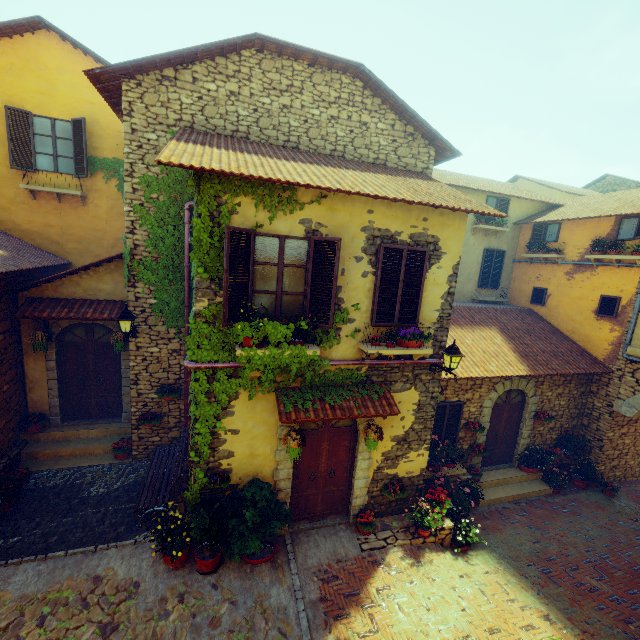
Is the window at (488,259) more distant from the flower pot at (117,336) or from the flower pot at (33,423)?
the flower pot at (33,423)

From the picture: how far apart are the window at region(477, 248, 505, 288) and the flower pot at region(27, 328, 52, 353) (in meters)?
14.73

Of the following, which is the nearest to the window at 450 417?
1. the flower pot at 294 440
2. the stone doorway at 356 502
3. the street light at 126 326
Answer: the stone doorway at 356 502

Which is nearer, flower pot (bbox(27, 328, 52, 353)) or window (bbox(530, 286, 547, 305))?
flower pot (bbox(27, 328, 52, 353))

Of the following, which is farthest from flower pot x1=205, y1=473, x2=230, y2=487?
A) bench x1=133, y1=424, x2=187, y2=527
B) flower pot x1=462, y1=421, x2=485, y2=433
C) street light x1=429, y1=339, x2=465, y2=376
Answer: flower pot x1=462, y1=421, x2=485, y2=433

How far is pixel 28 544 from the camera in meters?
6.0

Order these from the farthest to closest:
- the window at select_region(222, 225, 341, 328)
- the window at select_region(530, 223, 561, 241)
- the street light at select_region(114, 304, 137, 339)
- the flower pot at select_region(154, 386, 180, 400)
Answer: the window at select_region(530, 223, 561, 241) → the flower pot at select_region(154, 386, 180, 400) → the street light at select_region(114, 304, 137, 339) → the window at select_region(222, 225, 341, 328)

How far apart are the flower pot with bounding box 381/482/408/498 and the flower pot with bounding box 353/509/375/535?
0.53m
